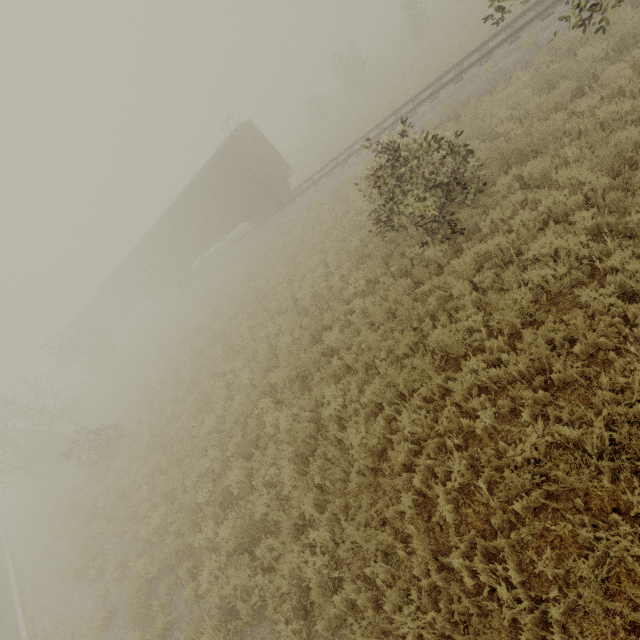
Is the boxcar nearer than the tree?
No

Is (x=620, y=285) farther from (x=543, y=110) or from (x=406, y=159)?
(x=543, y=110)

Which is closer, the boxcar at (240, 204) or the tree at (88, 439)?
the tree at (88, 439)

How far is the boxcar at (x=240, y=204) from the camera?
18.8m

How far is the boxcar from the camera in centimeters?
1880cm
